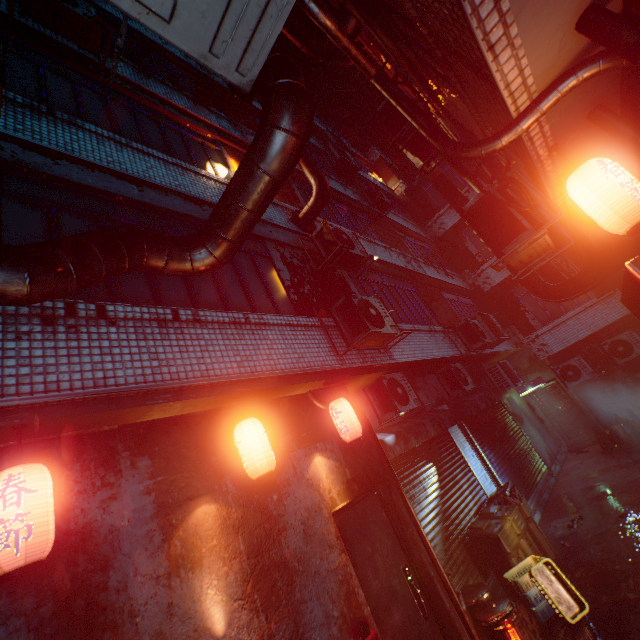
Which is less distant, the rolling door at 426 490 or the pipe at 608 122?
the pipe at 608 122

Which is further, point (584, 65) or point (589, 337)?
point (589, 337)

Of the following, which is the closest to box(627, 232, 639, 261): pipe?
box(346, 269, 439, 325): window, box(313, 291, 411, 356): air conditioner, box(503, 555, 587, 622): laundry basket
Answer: box(313, 291, 411, 356): air conditioner

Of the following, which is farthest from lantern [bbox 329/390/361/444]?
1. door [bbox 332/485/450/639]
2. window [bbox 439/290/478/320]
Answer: window [bbox 439/290/478/320]

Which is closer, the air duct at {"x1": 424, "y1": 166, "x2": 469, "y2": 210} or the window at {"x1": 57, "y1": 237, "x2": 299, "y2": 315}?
the window at {"x1": 57, "y1": 237, "x2": 299, "y2": 315}

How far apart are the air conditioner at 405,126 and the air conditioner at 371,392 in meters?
3.3

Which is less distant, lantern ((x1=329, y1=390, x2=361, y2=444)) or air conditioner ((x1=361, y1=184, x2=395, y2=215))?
lantern ((x1=329, y1=390, x2=361, y2=444))

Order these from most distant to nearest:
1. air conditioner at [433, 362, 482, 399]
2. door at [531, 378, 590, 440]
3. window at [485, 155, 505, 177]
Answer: door at [531, 378, 590, 440]
air conditioner at [433, 362, 482, 399]
window at [485, 155, 505, 177]
